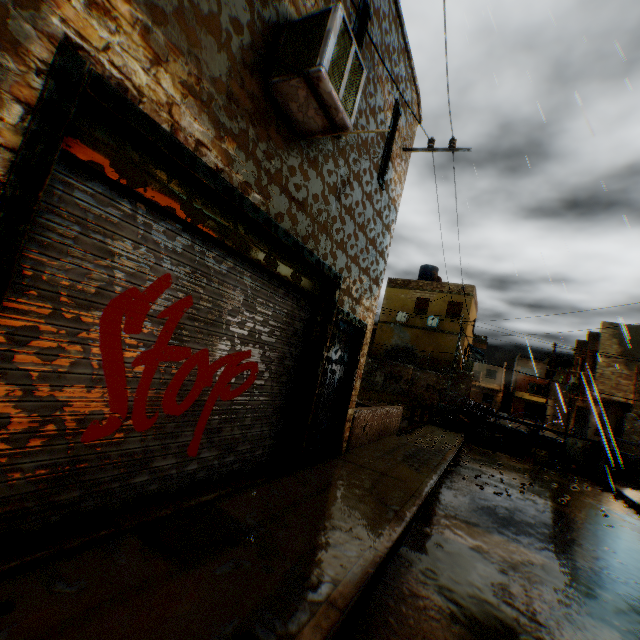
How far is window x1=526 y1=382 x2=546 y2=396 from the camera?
53.8 meters

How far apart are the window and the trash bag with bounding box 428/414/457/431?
48.95m

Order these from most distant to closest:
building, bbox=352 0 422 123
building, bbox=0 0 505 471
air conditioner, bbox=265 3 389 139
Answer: building, bbox=352 0 422 123 → air conditioner, bbox=265 3 389 139 → building, bbox=0 0 505 471

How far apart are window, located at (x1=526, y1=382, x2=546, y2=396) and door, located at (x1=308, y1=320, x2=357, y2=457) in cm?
6014

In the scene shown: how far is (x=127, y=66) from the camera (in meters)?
2.32

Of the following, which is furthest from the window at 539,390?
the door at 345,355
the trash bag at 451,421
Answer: the door at 345,355

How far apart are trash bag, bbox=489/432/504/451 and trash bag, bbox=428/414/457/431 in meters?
1.4

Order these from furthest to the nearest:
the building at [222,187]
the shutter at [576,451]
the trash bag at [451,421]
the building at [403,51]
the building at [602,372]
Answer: the building at [602,372] → the trash bag at [451,421] → the shutter at [576,451] → the building at [403,51] → the building at [222,187]
